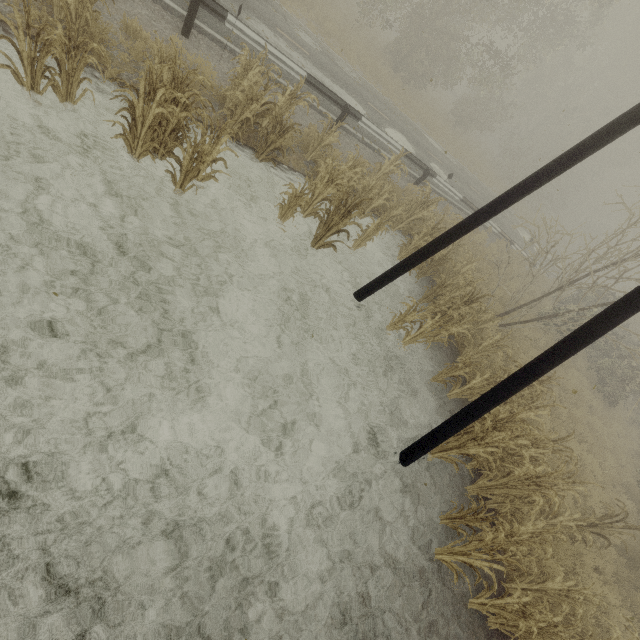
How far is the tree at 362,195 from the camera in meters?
7.0

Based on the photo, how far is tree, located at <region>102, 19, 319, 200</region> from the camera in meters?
5.0 m

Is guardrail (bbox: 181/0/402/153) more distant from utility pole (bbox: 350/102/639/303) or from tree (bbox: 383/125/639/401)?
utility pole (bbox: 350/102/639/303)

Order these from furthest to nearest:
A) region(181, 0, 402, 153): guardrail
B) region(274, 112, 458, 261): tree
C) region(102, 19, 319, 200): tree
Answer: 1. region(181, 0, 402, 153): guardrail
2. region(274, 112, 458, 261): tree
3. region(102, 19, 319, 200): tree

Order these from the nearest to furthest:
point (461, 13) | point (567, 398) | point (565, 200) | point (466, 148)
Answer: point (567, 398)
point (461, 13)
point (466, 148)
point (565, 200)

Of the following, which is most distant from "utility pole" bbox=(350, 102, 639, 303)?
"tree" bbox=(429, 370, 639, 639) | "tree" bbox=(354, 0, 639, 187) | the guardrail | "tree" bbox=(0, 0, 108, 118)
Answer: the guardrail

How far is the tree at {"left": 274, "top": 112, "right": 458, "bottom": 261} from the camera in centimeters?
705cm

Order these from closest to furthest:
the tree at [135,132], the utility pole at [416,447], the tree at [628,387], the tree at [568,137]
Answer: the utility pole at [416,447] < the tree at [135,132] < the tree at [628,387] < the tree at [568,137]
